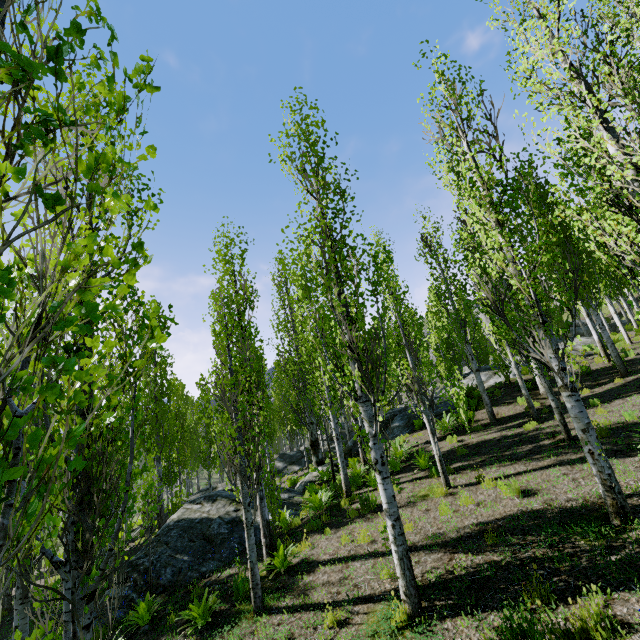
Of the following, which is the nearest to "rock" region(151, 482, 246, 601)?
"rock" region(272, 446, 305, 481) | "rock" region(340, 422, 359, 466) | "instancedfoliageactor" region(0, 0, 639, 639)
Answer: "instancedfoliageactor" region(0, 0, 639, 639)

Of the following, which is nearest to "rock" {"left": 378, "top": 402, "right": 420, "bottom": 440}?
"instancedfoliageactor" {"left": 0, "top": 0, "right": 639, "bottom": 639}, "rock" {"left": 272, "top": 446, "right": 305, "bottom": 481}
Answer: "instancedfoliageactor" {"left": 0, "top": 0, "right": 639, "bottom": 639}

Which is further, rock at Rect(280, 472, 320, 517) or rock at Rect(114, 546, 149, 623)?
rock at Rect(280, 472, 320, 517)

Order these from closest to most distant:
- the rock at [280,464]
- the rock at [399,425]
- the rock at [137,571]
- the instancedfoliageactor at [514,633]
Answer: the instancedfoliageactor at [514,633] < the rock at [137,571] < the rock at [399,425] < the rock at [280,464]

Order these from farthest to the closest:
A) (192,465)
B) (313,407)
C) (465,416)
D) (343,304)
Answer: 1. (192,465)
2. (313,407)
3. (465,416)
4. (343,304)

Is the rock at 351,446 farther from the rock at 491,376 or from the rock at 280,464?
the rock at 491,376

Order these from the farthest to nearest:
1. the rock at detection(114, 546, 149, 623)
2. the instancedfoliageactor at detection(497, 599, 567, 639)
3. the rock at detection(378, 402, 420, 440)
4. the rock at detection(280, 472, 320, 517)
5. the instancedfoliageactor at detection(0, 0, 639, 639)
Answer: the rock at detection(378, 402, 420, 440)
the rock at detection(280, 472, 320, 517)
the rock at detection(114, 546, 149, 623)
the instancedfoliageactor at detection(497, 599, 567, 639)
the instancedfoliageactor at detection(0, 0, 639, 639)
